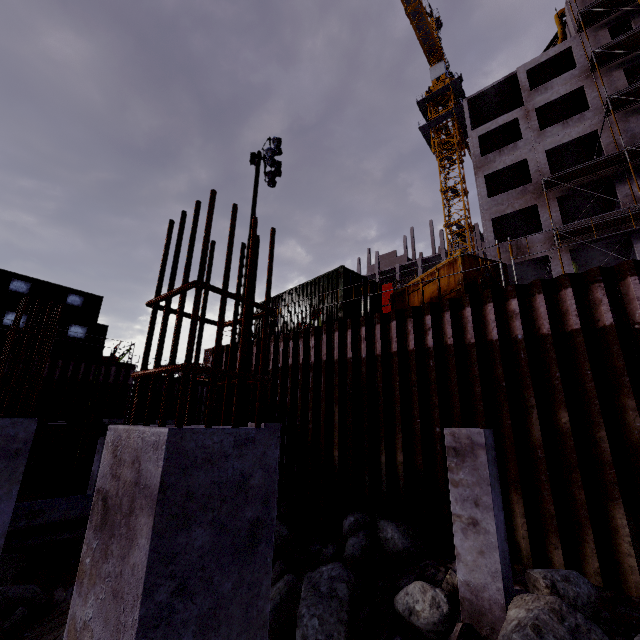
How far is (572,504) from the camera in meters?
6.0

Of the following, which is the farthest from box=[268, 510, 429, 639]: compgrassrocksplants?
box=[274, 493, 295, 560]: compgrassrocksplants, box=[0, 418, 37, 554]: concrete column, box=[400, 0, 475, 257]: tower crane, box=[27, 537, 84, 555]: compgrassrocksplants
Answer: box=[400, 0, 475, 257]: tower crane

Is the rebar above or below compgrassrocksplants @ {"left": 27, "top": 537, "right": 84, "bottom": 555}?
above

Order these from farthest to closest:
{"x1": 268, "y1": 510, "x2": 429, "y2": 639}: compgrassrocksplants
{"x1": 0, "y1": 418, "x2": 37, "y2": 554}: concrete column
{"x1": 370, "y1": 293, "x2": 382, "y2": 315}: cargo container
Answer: {"x1": 370, "y1": 293, "x2": 382, "y2": 315}: cargo container, {"x1": 268, "y1": 510, "x2": 429, "y2": 639}: compgrassrocksplants, {"x1": 0, "y1": 418, "x2": 37, "y2": 554}: concrete column

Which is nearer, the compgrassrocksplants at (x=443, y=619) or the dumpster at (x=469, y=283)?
the compgrassrocksplants at (x=443, y=619)

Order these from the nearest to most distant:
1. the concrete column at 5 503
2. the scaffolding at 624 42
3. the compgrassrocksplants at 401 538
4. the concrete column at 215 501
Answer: the concrete column at 215 501 < the concrete column at 5 503 < the compgrassrocksplants at 401 538 < the scaffolding at 624 42

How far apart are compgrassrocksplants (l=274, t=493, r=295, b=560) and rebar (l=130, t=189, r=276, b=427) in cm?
760

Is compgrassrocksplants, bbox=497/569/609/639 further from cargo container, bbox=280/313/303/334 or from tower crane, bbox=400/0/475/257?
tower crane, bbox=400/0/475/257
